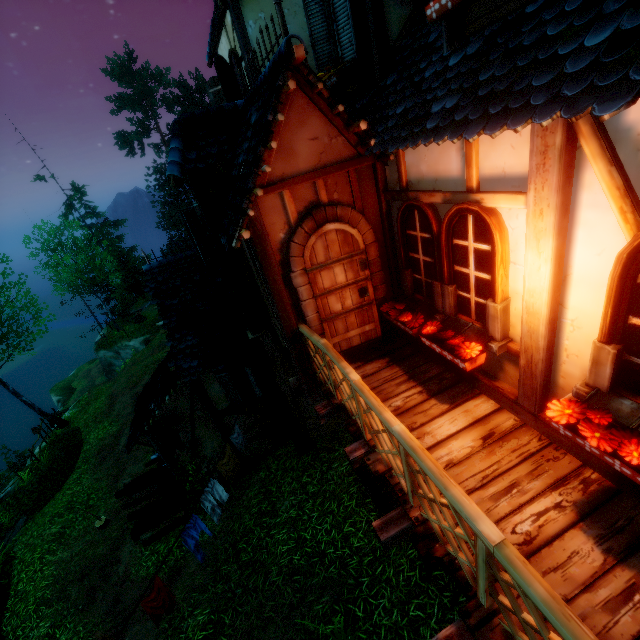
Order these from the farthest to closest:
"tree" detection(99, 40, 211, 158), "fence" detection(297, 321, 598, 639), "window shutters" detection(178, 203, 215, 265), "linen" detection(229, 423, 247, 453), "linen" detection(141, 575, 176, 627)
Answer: "tree" detection(99, 40, 211, 158)
"linen" detection(229, 423, 247, 453)
"window shutters" detection(178, 203, 215, 265)
"linen" detection(141, 575, 176, 627)
"fence" detection(297, 321, 598, 639)

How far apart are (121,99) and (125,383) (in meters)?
38.06

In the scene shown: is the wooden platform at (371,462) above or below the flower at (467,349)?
below

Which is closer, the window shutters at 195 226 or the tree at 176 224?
the window shutters at 195 226

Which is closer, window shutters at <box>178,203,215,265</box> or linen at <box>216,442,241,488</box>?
window shutters at <box>178,203,215,265</box>

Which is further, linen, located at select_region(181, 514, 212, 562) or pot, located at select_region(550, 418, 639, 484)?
linen, located at select_region(181, 514, 212, 562)

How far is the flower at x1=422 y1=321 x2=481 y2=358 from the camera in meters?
3.5

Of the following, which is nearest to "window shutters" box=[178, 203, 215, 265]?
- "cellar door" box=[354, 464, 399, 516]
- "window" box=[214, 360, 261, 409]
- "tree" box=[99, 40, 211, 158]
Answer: "window" box=[214, 360, 261, 409]
